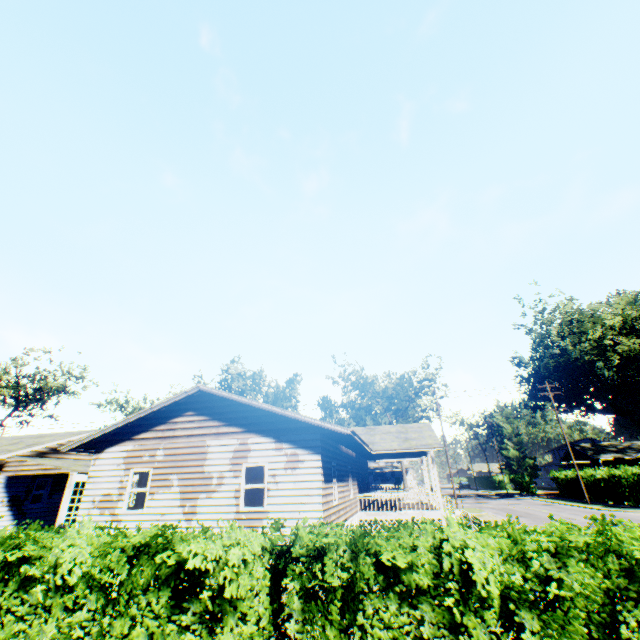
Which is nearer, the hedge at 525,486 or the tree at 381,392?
the tree at 381,392

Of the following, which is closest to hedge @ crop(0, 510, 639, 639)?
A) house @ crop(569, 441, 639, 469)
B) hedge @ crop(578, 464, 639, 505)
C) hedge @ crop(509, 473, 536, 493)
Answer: hedge @ crop(578, 464, 639, 505)

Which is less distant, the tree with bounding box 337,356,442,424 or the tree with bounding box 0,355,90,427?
the tree with bounding box 0,355,90,427

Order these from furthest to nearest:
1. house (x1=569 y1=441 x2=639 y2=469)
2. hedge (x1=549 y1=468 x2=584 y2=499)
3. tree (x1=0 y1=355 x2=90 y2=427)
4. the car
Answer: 1. house (x1=569 y1=441 x2=639 y2=469)
2. tree (x1=0 y1=355 x2=90 y2=427)
3. hedge (x1=549 y1=468 x2=584 y2=499)
4. the car

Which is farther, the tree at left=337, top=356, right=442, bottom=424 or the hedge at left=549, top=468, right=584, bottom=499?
the tree at left=337, top=356, right=442, bottom=424

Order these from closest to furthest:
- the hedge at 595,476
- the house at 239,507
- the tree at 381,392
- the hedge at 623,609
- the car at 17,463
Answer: the hedge at 623,609
the house at 239,507
the car at 17,463
the hedge at 595,476
the tree at 381,392

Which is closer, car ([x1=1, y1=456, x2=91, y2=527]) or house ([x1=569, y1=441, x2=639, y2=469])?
car ([x1=1, y1=456, x2=91, y2=527])

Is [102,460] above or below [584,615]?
above
